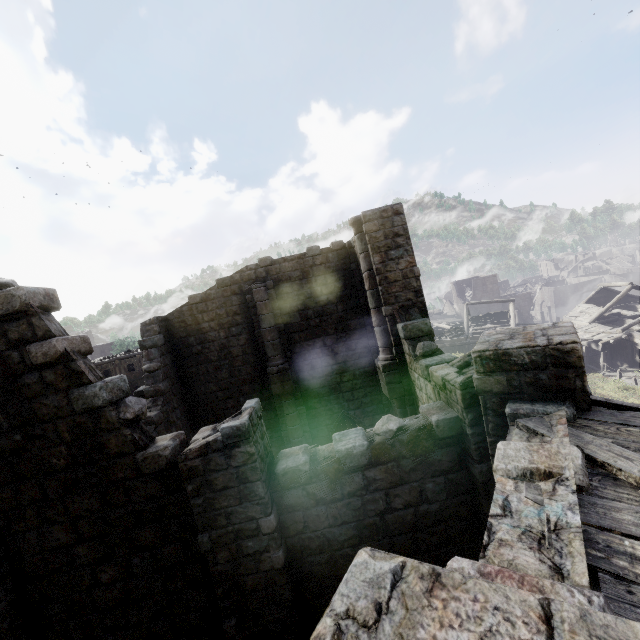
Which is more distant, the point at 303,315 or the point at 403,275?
the point at 303,315
